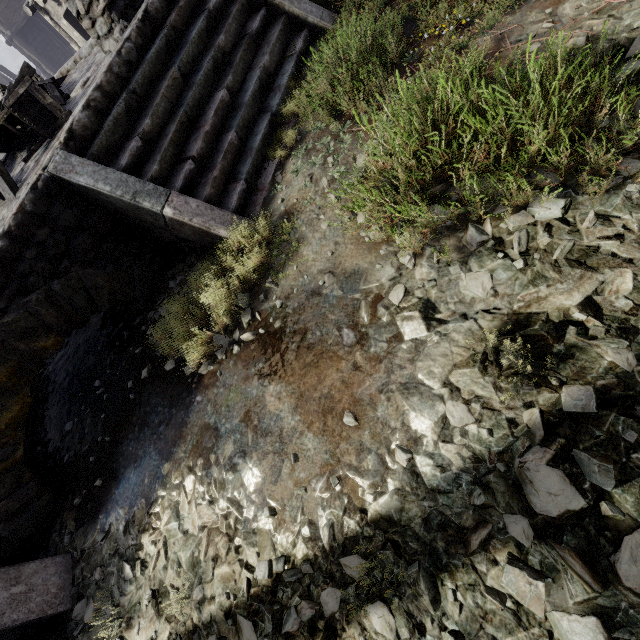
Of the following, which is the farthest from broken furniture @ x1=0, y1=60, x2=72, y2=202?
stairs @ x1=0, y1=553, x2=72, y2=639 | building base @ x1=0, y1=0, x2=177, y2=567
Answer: stairs @ x1=0, y1=553, x2=72, y2=639

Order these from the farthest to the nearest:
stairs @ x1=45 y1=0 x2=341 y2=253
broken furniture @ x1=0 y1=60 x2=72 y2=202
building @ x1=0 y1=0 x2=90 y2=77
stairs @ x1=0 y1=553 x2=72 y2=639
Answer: building @ x1=0 y1=0 x2=90 y2=77, broken furniture @ x1=0 y1=60 x2=72 y2=202, stairs @ x1=45 y1=0 x2=341 y2=253, stairs @ x1=0 y1=553 x2=72 y2=639

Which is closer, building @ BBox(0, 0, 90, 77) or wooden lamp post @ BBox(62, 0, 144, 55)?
wooden lamp post @ BBox(62, 0, 144, 55)

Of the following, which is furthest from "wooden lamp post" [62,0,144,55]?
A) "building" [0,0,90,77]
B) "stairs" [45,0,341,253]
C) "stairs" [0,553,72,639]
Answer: "stairs" [0,553,72,639]

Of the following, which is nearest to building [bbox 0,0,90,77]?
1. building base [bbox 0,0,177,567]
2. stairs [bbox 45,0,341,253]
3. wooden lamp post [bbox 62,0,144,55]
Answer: stairs [bbox 45,0,341,253]

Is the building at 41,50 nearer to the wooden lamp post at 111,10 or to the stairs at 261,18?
the stairs at 261,18

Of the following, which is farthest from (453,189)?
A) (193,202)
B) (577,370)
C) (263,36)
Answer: (263,36)

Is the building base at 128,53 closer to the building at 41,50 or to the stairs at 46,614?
the stairs at 46,614
